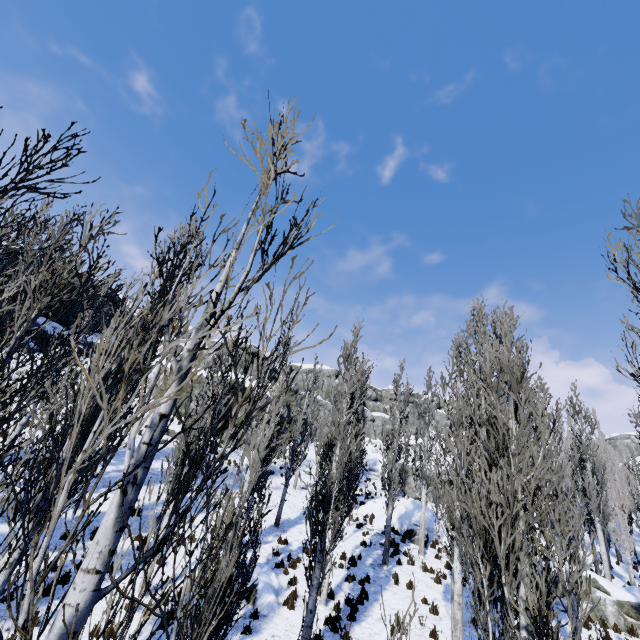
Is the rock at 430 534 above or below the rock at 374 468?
below

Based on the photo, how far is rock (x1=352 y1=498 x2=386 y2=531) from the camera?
20.7m

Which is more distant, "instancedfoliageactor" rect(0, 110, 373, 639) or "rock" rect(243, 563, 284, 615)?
"rock" rect(243, 563, 284, 615)

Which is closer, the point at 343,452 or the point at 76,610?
the point at 76,610

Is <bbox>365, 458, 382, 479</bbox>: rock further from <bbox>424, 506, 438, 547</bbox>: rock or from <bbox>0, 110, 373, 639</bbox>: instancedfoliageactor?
<bbox>424, 506, 438, 547</bbox>: rock

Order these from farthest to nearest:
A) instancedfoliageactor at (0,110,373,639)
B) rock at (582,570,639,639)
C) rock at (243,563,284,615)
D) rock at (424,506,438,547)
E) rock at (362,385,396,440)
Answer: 1. rock at (362,385,396,440)
2. rock at (424,506,438,547)
3. rock at (582,570,639,639)
4. rock at (243,563,284,615)
5. instancedfoliageactor at (0,110,373,639)

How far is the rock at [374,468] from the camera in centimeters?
3522cm
